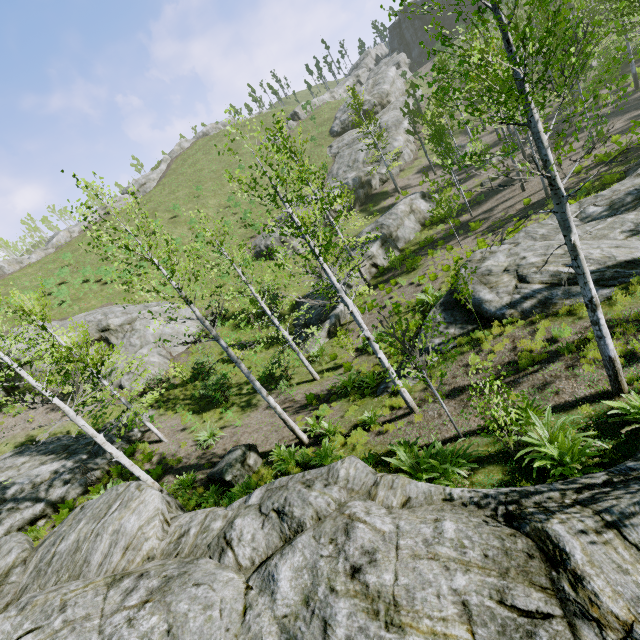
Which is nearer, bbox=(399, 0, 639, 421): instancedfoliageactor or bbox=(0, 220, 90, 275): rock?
bbox=(399, 0, 639, 421): instancedfoliageactor

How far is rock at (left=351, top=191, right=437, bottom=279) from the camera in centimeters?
2402cm

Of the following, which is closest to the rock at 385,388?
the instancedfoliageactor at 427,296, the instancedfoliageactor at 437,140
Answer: the instancedfoliageactor at 427,296

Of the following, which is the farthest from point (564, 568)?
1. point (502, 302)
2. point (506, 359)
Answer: point (502, 302)

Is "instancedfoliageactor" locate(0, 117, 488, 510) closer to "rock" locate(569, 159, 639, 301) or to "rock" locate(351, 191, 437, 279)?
"rock" locate(351, 191, 437, 279)

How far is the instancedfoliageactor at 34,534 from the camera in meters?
11.4

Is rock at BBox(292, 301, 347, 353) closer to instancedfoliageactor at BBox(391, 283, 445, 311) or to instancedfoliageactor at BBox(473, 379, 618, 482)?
instancedfoliageactor at BBox(473, 379, 618, 482)

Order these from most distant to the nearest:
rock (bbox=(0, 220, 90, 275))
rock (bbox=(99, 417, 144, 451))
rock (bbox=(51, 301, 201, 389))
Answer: rock (bbox=(0, 220, 90, 275)), rock (bbox=(51, 301, 201, 389)), rock (bbox=(99, 417, 144, 451))
